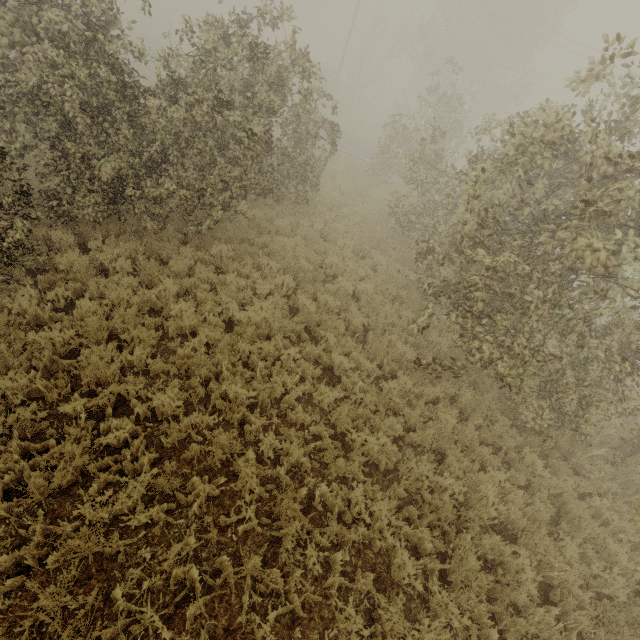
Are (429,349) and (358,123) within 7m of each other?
no
